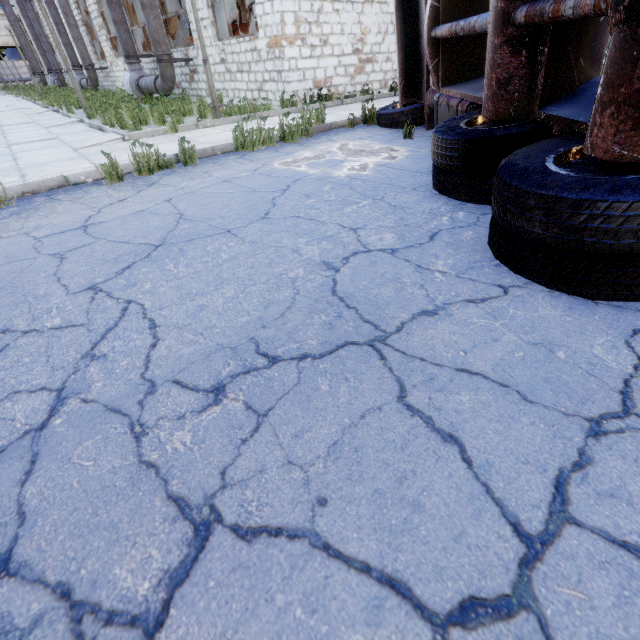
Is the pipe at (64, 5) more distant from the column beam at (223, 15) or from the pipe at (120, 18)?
the column beam at (223, 15)

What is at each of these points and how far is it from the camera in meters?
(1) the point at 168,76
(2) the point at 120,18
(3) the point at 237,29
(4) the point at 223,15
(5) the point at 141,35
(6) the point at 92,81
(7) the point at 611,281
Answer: (1) pipe, 12.3
(2) pipe, 13.5
(3) cable machine, 14.2
(4) column beam, 11.2
(5) column beam, 16.7
(6) pipe, 20.8
(7) truck, 1.8

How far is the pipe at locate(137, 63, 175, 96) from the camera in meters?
12.2 m

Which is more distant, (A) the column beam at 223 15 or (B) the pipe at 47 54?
(B) the pipe at 47 54

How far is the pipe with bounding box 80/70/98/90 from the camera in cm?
2044

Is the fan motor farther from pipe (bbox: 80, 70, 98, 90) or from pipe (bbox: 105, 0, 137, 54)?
pipe (bbox: 80, 70, 98, 90)

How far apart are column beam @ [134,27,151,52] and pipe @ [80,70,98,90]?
5.7m

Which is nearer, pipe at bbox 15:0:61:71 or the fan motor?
the fan motor
